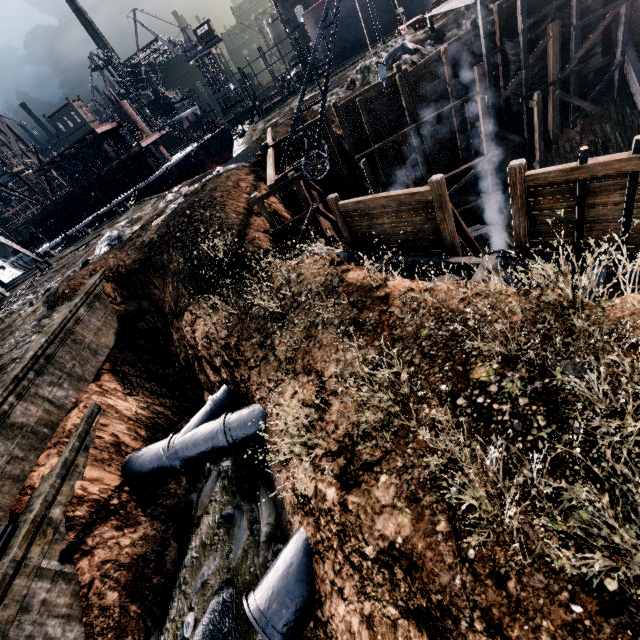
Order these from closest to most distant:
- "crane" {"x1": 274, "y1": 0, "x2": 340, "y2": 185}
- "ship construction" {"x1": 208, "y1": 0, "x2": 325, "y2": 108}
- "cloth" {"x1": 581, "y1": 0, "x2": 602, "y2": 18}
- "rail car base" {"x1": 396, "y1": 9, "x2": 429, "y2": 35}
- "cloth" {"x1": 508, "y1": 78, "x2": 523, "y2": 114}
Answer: "crane" {"x1": 274, "y1": 0, "x2": 340, "y2": 185}
"cloth" {"x1": 581, "y1": 0, "x2": 602, "y2": 18}
"cloth" {"x1": 508, "y1": 78, "x2": 523, "y2": 114}
"rail car base" {"x1": 396, "y1": 9, "x2": 429, "y2": 35}
"ship construction" {"x1": 208, "y1": 0, "x2": 325, "y2": 108}

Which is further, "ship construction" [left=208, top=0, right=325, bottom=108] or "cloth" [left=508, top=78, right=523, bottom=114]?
"ship construction" [left=208, top=0, right=325, bottom=108]

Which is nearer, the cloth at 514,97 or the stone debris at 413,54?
the cloth at 514,97

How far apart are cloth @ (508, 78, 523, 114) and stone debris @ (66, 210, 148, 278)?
27.7 meters

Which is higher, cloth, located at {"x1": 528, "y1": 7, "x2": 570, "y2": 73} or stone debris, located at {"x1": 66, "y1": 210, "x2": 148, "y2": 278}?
stone debris, located at {"x1": 66, "y1": 210, "x2": 148, "y2": 278}

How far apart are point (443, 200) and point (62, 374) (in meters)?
18.37

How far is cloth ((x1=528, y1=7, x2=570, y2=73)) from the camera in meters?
19.7 m

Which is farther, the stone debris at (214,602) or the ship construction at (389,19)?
the ship construction at (389,19)
